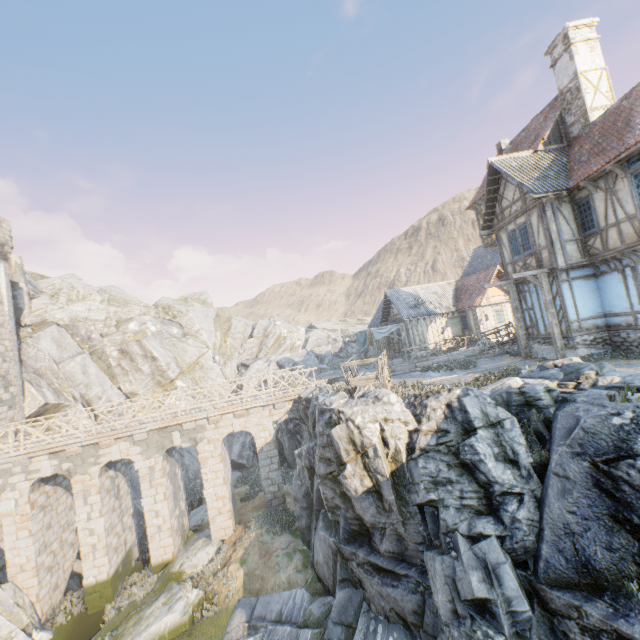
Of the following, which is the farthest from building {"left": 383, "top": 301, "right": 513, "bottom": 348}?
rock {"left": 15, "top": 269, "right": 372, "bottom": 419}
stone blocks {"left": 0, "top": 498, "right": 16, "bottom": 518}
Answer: stone blocks {"left": 0, "top": 498, "right": 16, "bottom": 518}

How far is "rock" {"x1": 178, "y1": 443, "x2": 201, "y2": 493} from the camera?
26.95m

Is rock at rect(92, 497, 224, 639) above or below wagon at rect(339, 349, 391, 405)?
below

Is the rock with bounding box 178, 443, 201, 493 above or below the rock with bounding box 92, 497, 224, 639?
above

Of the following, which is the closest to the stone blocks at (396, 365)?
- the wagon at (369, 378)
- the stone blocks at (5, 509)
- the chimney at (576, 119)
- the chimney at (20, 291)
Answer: the wagon at (369, 378)

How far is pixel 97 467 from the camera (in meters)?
16.19

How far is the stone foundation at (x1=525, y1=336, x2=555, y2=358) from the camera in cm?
1490

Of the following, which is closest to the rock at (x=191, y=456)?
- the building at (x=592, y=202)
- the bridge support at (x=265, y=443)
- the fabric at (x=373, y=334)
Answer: the bridge support at (x=265, y=443)
